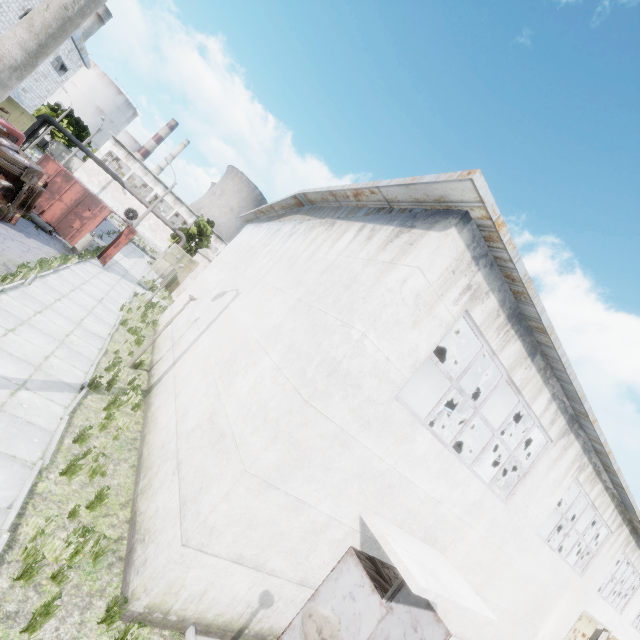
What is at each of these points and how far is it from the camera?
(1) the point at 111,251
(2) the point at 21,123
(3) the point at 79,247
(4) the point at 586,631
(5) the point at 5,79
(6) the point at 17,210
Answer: (1) truck dump back, 20.7m
(2) door, 25.8m
(3) lamp post, 18.1m
(4) door, 13.9m
(5) lamp post, 3.9m
(6) truck, 14.1m

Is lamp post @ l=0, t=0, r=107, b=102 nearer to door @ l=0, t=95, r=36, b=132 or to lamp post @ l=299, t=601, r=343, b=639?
lamp post @ l=299, t=601, r=343, b=639

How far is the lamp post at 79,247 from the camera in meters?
18.1

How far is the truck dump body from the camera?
19.3m

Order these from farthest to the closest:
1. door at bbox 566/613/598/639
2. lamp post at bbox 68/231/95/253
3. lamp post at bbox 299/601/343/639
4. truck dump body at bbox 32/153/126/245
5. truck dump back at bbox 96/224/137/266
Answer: truck dump back at bbox 96/224/137/266
truck dump body at bbox 32/153/126/245
lamp post at bbox 68/231/95/253
door at bbox 566/613/598/639
lamp post at bbox 299/601/343/639

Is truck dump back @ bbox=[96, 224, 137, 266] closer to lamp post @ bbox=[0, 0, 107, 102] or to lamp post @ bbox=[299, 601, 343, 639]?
lamp post @ bbox=[0, 0, 107, 102]

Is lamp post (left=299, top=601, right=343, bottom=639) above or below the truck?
above

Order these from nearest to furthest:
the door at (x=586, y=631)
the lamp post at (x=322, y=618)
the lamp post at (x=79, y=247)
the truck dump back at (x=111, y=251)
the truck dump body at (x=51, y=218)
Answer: the lamp post at (x=322, y=618), the door at (x=586, y=631), the lamp post at (x=79, y=247), the truck dump body at (x=51, y=218), the truck dump back at (x=111, y=251)
